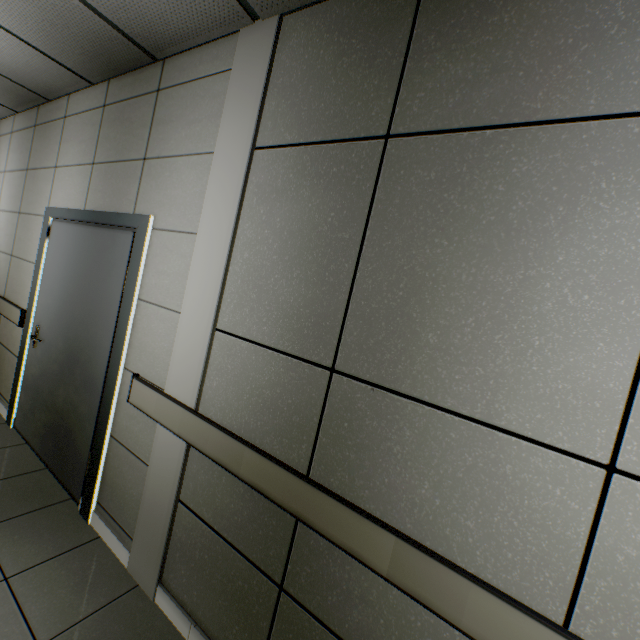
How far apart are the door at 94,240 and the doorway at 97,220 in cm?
1

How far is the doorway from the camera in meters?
2.2

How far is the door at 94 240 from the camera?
2.3 meters

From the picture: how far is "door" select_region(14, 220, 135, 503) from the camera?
2.35m

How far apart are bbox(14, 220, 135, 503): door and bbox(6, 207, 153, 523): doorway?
0.0 meters

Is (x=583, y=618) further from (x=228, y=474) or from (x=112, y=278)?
(x=112, y=278)
